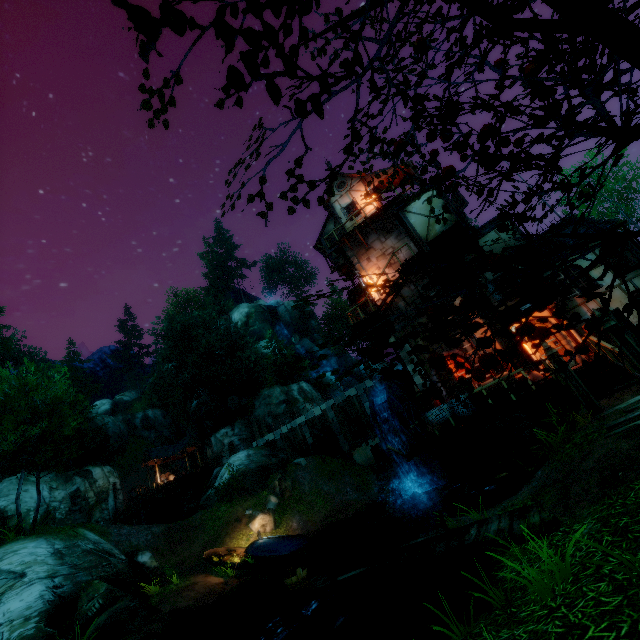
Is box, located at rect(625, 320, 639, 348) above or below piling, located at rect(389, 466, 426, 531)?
above

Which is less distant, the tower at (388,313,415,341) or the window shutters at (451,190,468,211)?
the tower at (388,313,415,341)

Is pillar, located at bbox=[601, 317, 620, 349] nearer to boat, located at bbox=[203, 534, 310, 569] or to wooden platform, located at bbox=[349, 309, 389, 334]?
wooden platform, located at bbox=[349, 309, 389, 334]

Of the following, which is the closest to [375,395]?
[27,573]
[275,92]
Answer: [27,573]

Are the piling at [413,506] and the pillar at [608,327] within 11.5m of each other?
no

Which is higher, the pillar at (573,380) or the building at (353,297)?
the building at (353,297)

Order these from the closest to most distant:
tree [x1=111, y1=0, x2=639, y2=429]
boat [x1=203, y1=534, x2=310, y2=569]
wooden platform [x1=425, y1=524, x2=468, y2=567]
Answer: tree [x1=111, y1=0, x2=639, y2=429] → wooden platform [x1=425, y1=524, x2=468, y2=567] → boat [x1=203, y1=534, x2=310, y2=569]

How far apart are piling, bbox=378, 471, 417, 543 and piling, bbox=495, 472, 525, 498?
8.3 meters
